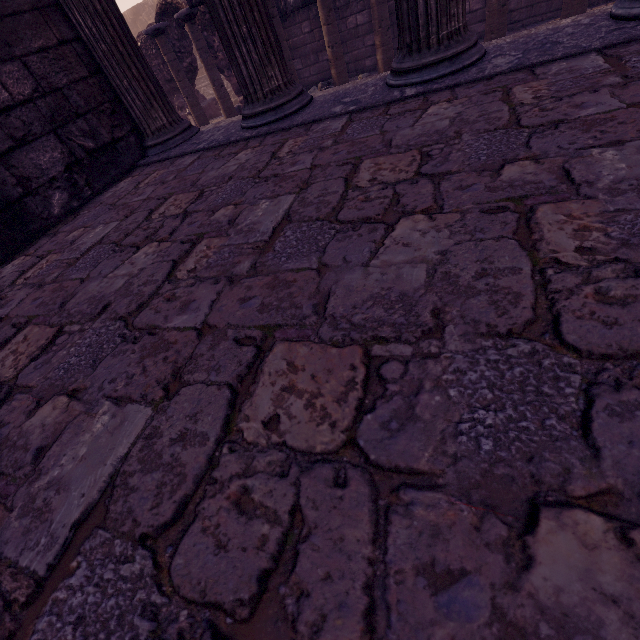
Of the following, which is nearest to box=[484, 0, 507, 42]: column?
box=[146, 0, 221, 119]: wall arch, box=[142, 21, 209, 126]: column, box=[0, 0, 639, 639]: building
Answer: box=[0, 0, 639, 639]: building

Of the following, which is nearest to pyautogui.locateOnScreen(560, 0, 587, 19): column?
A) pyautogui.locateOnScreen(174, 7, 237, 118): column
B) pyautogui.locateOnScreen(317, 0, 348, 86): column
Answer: pyautogui.locateOnScreen(317, 0, 348, 86): column

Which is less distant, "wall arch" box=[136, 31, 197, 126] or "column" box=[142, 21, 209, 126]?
"column" box=[142, 21, 209, 126]

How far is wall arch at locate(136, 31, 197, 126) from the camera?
10.0m

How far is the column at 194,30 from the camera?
7.3m

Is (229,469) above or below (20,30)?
below

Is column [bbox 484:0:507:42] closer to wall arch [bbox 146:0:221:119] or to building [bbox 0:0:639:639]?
building [bbox 0:0:639:639]

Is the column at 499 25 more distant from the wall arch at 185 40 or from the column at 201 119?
the column at 201 119
